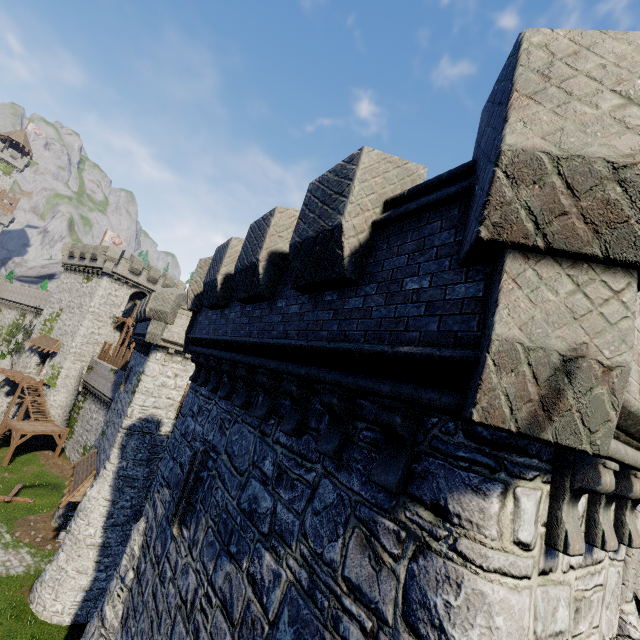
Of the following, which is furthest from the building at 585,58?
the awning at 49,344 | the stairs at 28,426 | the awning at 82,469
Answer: the awning at 49,344

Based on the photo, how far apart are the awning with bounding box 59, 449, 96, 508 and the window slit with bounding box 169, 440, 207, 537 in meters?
15.5

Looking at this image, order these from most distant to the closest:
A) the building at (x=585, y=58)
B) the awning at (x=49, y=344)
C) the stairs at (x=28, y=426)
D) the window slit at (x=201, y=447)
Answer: the awning at (x=49, y=344) < the stairs at (x=28, y=426) < the window slit at (x=201, y=447) < the building at (x=585, y=58)

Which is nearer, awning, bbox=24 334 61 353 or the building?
the building

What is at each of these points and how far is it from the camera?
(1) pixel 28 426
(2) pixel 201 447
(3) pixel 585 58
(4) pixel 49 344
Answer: (1) stairs, 30.5 meters
(2) window slit, 7.4 meters
(3) building, 2.4 meters
(4) awning, 37.3 meters

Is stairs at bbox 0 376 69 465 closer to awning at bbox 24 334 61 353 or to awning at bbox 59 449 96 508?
awning at bbox 24 334 61 353

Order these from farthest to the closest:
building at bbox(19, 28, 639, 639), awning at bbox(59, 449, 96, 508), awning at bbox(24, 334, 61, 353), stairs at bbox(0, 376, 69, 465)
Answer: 1. awning at bbox(24, 334, 61, 353)
2. stairs at bbox(0, 376, 69, 465)
3. awning at bbox(59, 449, 96, 508)
4. building at bbox(19, 28, 639, 639)

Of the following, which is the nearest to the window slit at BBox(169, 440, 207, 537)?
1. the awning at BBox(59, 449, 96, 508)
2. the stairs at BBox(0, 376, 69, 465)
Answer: the awning at BBox(59, 449, 96, 508)
